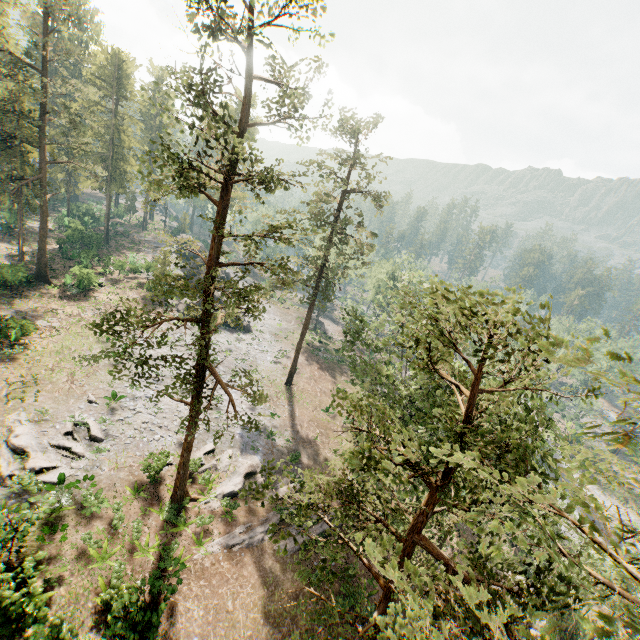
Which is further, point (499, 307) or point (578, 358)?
point (499, 307)

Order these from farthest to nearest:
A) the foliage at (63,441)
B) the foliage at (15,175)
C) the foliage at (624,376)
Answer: the foliage at (63,441), the foliage at (15,175), the foliage at (624,376)

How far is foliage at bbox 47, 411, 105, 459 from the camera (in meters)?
20.97

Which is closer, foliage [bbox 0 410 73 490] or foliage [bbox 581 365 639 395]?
foliage [bbox 581 365 639 395]

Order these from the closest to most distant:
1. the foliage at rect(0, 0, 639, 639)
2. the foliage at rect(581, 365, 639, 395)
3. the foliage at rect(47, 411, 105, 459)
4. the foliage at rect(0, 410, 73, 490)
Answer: the foliage at rect(581, 365, 639, 395) < the foliage at rect(0, 0, 639, 639) < the foliage at rect(0, 410, 73, 490) < the foliage at rect(47, 411, 105, 459)

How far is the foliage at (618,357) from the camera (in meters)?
2.47
